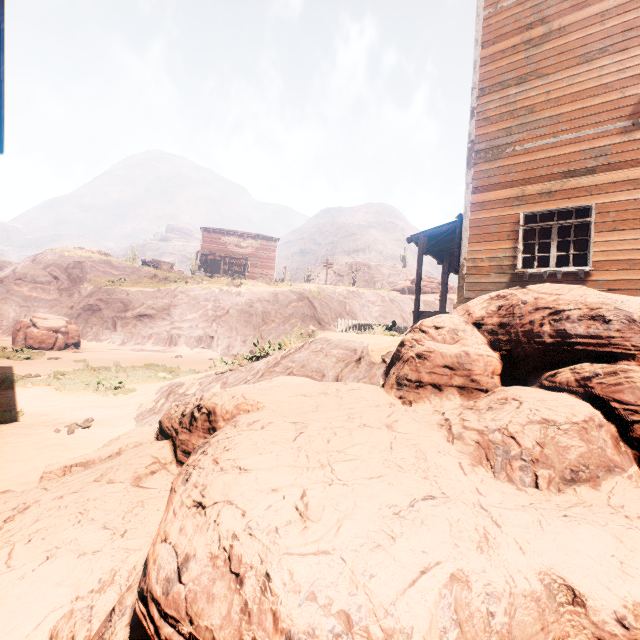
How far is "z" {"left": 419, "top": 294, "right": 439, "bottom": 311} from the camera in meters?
34.3 m

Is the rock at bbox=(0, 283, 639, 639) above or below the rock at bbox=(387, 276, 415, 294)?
below

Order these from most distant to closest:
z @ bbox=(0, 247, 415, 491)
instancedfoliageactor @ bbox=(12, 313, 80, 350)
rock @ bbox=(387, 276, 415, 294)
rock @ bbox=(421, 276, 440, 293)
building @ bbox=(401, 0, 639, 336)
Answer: rock @ bbox=(387, 276, 415, 294) < rock @ bbox=(421, 276, 440, 293) < instancedfoliageactor @ bbox=(12, 313, 80, 350) < building @ bbox=(401, 0, 639, 336) < z @ bbox=(0, 247, 415, 491)

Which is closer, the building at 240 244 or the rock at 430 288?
the building at 240 244

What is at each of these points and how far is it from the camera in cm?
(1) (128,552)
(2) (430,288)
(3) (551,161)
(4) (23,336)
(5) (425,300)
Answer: (1) rock, 205
(2) rock, 4216
(3) building, 765
(4) instancedfoliageactor, 1877
(5) z, 3647

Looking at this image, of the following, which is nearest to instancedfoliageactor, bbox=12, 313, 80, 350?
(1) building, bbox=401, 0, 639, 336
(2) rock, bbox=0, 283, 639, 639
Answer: (1) building, bbox=401, 0, 639, 336

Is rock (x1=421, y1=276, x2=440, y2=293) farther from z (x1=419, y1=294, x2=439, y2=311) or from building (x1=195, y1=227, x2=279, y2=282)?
building (x1=195, y1=227, x2=279, y2=282)

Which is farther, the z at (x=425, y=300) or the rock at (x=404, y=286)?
the rock at (x=404, y=286)
